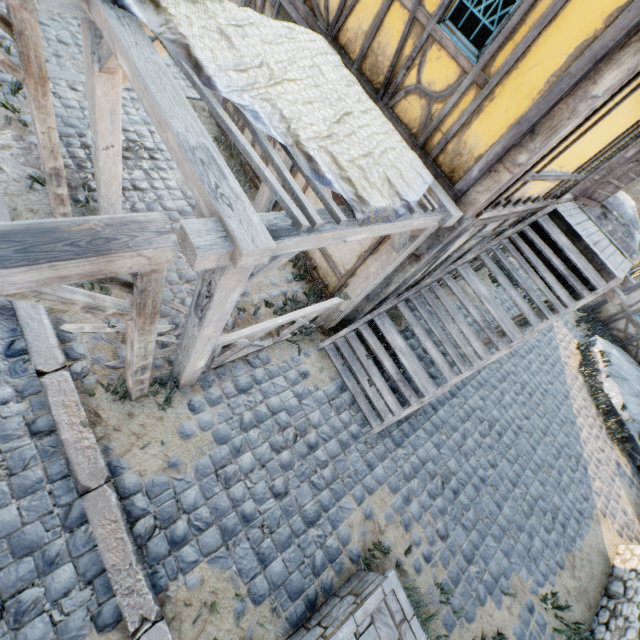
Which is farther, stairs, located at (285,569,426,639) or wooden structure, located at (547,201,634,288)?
wooden structure, located at (547,201,634,288)

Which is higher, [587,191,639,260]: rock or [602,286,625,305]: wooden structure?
[602,286,625,305]: wooden structure

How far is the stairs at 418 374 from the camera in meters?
5.5

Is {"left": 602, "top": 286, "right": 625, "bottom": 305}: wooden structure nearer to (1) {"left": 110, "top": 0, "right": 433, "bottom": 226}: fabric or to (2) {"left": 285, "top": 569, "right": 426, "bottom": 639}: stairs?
(1) {"left": 110, "top": 0, "right": 433, "bottom": 226}: fabric

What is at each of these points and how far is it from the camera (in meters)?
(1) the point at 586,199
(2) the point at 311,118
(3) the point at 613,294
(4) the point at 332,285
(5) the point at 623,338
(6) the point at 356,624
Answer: (1) door, 7.14
(2) fabric, 3.09
(3) wooden structure, 5.76
(4) building, 6.15
(5) building, 11.85
(6) stairs, 3.27

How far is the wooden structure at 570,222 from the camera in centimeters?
573cm

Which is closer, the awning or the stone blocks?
the awning

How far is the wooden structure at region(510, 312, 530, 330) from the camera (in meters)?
6.95
